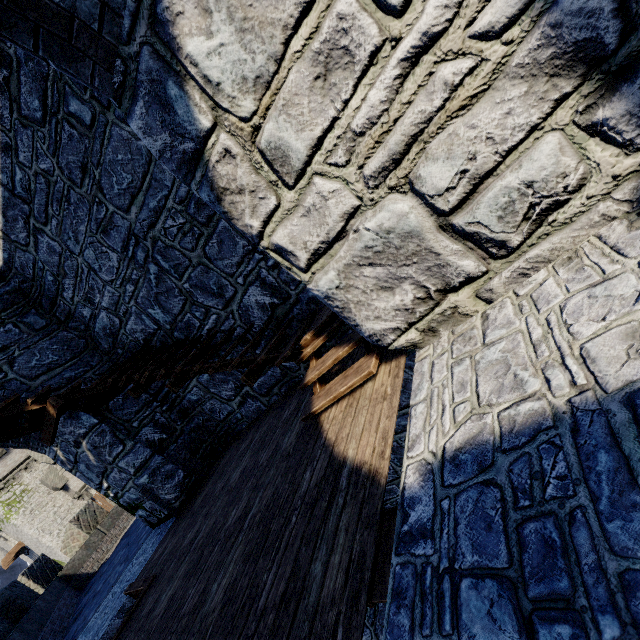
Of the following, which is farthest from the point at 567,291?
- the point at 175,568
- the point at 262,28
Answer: the point at 175,568

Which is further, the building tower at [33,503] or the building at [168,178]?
the building tower at [33,503]

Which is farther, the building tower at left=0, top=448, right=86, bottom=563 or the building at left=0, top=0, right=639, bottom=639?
the building tower at left=0, top=448, right=86, bottom=563
